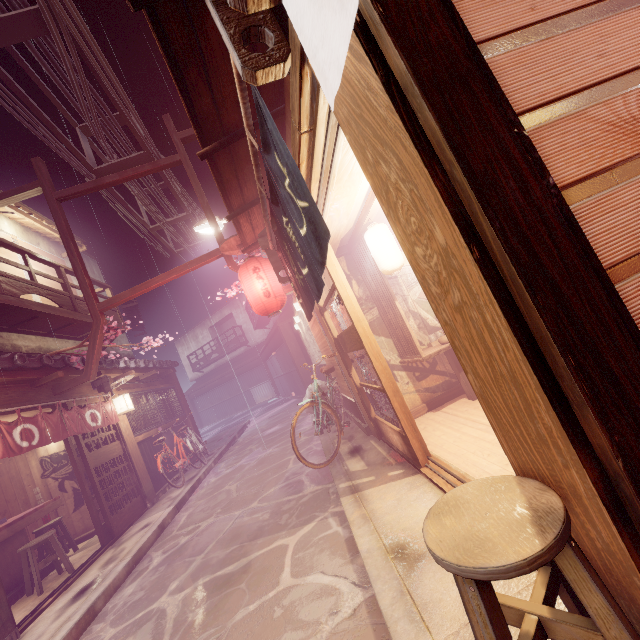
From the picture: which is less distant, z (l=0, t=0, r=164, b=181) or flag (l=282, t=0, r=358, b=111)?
flag (l=282, t=0, r=358, b=111)

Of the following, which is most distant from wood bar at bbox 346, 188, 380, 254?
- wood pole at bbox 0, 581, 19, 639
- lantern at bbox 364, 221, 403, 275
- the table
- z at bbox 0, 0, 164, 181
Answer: the table

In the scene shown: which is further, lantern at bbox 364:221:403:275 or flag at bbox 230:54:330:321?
lantern at bbox 364:221:403:275

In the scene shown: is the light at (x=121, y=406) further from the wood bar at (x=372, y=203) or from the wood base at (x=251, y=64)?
the wood base at (x=251, y=64)

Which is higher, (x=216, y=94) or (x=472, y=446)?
(x=216, y=94)

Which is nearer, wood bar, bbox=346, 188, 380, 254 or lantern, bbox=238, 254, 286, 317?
wood bar, bbox=346, 188, 380, 254

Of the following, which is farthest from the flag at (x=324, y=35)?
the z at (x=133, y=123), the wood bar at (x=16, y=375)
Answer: the wood bar at (x=16, y=375)

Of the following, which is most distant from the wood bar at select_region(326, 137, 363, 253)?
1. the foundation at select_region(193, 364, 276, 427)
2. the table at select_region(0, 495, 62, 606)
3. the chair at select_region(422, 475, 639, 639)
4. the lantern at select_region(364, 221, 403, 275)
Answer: the table at select_region(0, 495, 62, 606)
